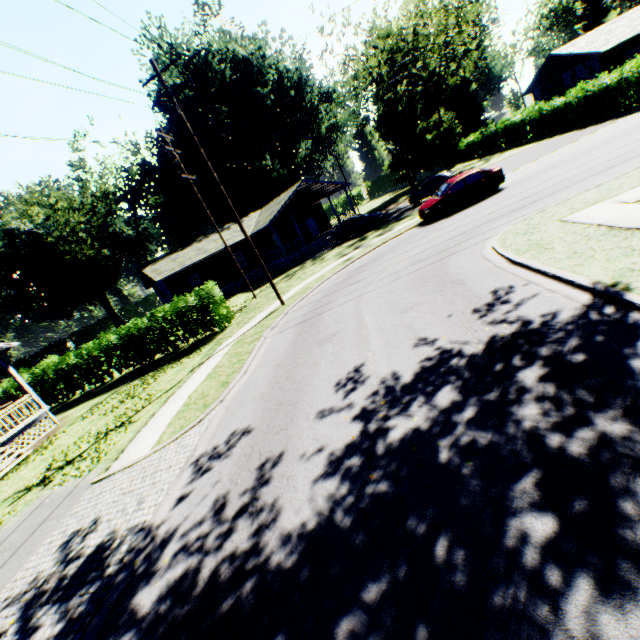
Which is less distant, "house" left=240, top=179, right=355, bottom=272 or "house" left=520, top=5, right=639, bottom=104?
"house" left=520, top=5, right=639, bottom=104

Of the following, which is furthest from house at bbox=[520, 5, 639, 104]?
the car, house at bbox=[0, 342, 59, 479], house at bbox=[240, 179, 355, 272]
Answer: house at bbox=[0, 342, 59, 479]

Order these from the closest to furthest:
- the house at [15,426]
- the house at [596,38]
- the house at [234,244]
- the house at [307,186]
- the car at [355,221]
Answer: the house at [15,426], the house at [596,38], the car at [355,221], the house at [307,186], the house at [234,244]

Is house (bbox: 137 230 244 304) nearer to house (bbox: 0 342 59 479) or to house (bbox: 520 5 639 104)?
house (bbox: 0 342 59 479)

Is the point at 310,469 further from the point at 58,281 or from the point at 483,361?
the point at 58,281

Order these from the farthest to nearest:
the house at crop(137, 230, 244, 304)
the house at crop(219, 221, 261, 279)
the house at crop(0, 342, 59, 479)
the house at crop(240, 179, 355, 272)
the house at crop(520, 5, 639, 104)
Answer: the house at crop(219, 221, 261, 279) < the house at crop(240, 179, 355, 272) < the house at crop(137, 230, 244, 304) < the house at crop(520, 5, 639, 104) < the house at crop(0, 342, 59, 479)

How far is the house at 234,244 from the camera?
32.91m
